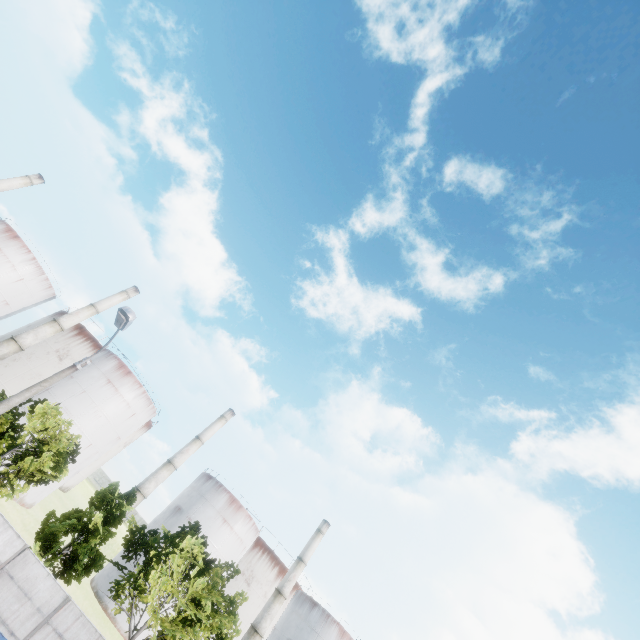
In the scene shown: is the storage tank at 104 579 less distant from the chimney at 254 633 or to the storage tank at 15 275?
the chimney at 254 633

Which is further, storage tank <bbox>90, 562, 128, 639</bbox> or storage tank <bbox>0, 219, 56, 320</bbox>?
storage tank <bbox>0, 219, 56, 320</bbox>

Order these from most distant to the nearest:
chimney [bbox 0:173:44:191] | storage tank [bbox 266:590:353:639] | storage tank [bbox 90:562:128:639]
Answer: chimney [bbox 0:173:44:191], storage tank [bbox 266:590:353:639], storage tank [bbox 90:562:128:639]

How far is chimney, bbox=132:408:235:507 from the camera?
42.6m

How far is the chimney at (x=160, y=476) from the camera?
42.60m

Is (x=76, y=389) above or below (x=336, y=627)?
below

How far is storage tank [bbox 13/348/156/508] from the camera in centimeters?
4066cm

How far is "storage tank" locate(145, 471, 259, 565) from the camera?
43.09m
